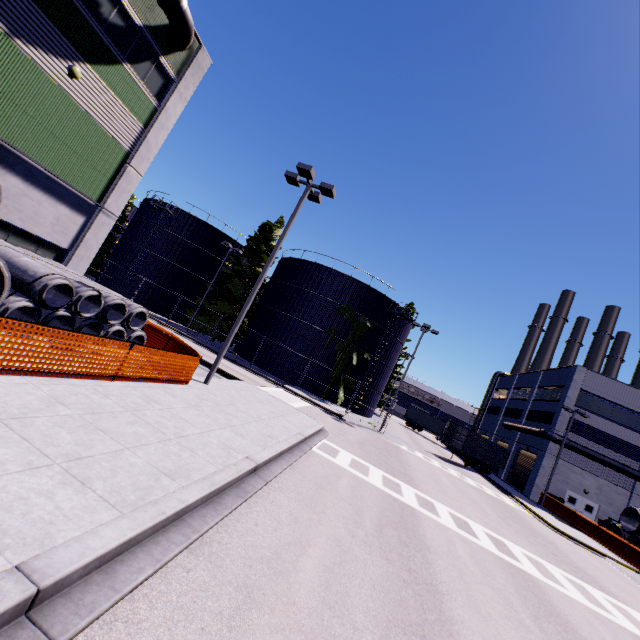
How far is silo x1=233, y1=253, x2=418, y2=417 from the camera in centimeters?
3131cm

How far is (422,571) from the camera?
6.86m

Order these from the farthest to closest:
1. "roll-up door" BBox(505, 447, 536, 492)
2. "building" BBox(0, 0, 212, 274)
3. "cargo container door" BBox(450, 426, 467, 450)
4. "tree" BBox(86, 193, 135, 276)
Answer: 1. "tree" BBox(86, 193, 135, 276)
2. "roll-up door" BBox(505, 447, 536, 492)
3. "cargo container door" BBox(450, 426, 467, 450)
4. "building" BBox(0, 0, 212, 274)

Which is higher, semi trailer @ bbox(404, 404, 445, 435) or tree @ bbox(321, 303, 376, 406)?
tree @ bbox(321, 303, 376, 406)

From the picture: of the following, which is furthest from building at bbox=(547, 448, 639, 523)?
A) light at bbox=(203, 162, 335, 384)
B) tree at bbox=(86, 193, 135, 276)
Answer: light at bbox=(203, 162, 335, 384)

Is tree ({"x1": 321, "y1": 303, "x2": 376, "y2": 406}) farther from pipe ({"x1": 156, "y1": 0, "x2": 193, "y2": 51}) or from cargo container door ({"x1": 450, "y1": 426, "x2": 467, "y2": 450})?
pipe ({"x1": 156, "y1": 0, "x2": 193, "y2": 51})

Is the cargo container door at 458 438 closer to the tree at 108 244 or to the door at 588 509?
the tree at 108 244

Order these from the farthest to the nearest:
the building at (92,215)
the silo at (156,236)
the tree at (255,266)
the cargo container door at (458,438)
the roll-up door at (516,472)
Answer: the silo at (156,236), the roll-up door at (516,472), the tree at (255,266), the cargo container door at (458,438), the building at (92,215)
